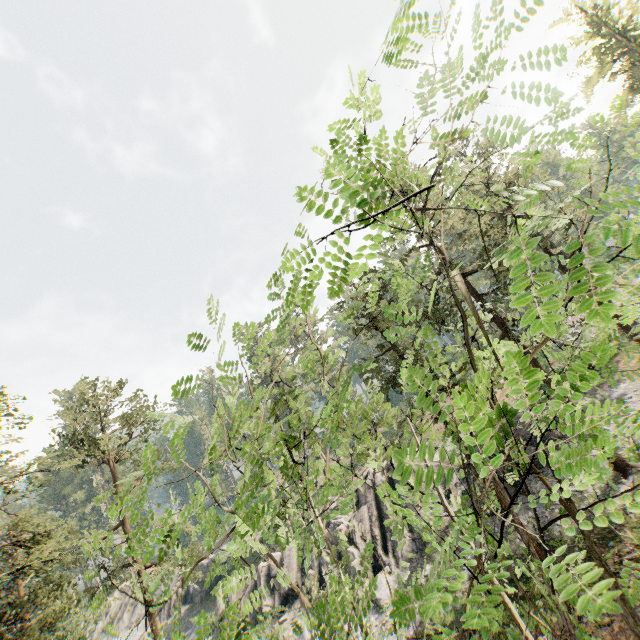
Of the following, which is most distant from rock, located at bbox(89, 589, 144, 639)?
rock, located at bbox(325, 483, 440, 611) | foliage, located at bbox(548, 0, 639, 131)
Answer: foliage, located at bbox(548, 0, 639, 131)

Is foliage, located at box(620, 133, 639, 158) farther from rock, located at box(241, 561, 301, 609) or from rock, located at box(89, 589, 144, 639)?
rock, located at box(89, 589, 144, 639)

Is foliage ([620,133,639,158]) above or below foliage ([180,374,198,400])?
below

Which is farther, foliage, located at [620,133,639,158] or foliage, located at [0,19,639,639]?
foliage, located at [620,133,639,158]

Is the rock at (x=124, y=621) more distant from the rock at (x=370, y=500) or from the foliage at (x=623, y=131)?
the foliage at (x=623, y=131)

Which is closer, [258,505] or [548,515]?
[258,505]

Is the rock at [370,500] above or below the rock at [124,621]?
below
